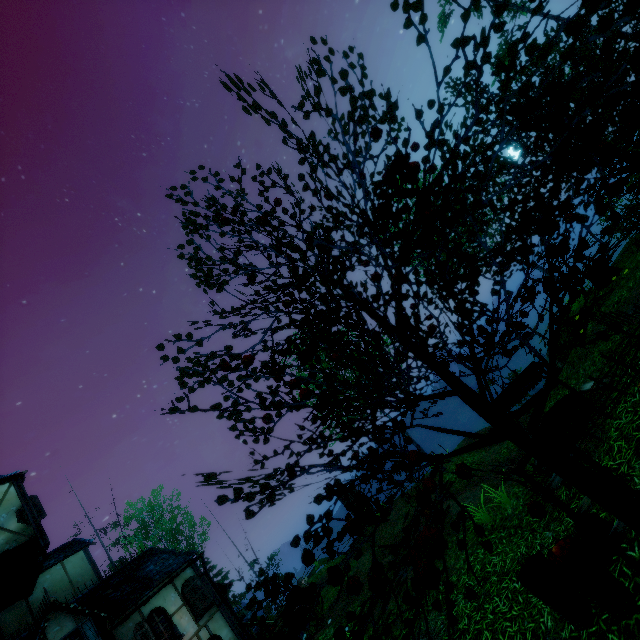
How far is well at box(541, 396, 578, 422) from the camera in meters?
7.3 m

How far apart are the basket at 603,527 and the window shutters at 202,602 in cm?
1518

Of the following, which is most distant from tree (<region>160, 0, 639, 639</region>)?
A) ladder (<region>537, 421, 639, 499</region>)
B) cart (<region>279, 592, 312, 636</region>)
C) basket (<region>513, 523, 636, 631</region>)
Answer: cart (<region>279, 592, 312, 636</region>)

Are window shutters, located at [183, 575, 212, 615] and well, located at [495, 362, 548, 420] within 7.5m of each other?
no

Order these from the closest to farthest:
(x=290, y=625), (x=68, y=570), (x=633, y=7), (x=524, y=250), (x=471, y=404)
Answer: (x=633, y=7) → (x=524, y=250) → (x=471, y=404) → (x=290, y=625) → (x=68, y=570)

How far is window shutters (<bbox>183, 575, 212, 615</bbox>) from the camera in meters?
13.6

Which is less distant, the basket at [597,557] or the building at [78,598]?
the basket at [597,557]

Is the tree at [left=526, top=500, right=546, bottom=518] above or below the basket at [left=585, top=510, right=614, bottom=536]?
above
